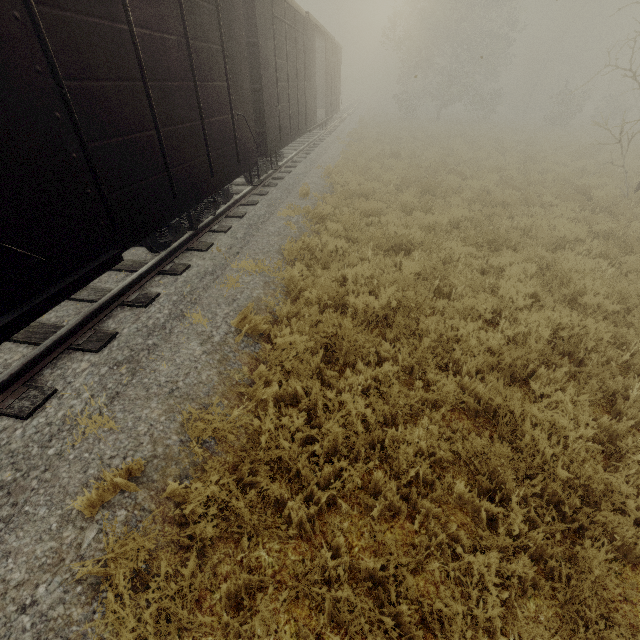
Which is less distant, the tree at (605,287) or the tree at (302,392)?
the tree at (605,287)

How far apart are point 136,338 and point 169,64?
3.8m

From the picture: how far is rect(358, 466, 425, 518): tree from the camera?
3.0 meters

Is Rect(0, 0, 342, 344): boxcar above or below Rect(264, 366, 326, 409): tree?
above

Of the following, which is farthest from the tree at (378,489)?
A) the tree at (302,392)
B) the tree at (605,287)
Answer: the tree at (605,287)

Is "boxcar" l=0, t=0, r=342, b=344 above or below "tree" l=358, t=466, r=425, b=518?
above

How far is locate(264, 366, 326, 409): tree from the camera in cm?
402

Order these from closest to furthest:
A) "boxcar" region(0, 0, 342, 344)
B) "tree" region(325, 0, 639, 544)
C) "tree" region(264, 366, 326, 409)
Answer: "boxcar" region(0, 0, 342, 344)
"tree" region(325, 0, 639, 544)
"tree" region(264, 366, 326, 409)
